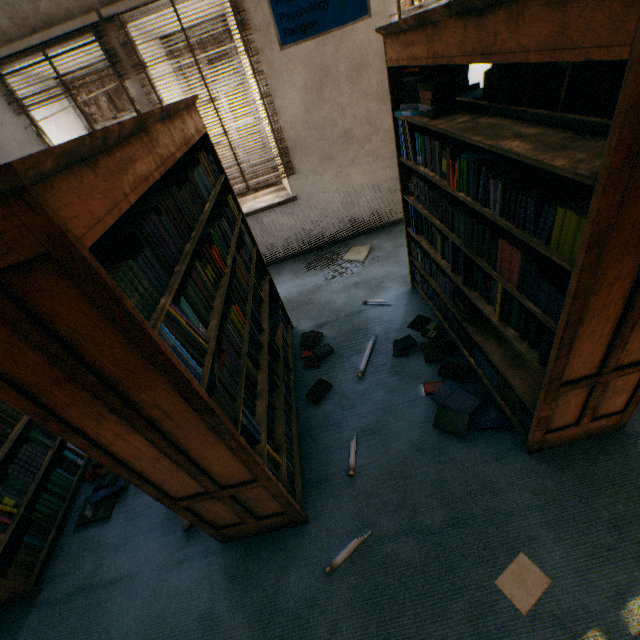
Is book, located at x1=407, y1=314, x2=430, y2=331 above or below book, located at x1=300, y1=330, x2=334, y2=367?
below

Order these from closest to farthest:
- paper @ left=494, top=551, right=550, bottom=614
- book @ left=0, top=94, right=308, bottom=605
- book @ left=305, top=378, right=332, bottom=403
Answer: book @ left=0, top=94, right=308, bottom=605 < paper @ left=494, top=551, right=550, bottom=614 < book @ left=305, top=378, right=332, bottom=403

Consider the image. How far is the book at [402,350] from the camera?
2.9 meters

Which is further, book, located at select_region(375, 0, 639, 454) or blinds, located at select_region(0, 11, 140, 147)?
blinds, located at select_region(0, 11, 140, 147)

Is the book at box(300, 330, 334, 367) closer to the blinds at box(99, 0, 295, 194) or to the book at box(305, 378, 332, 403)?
the book at box(305, 378, 332, 403)

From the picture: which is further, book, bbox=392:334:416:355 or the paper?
book, bbox=392:334:416:355

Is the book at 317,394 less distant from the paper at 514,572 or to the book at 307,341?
the book at 307,341

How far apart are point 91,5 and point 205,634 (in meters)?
5.05
